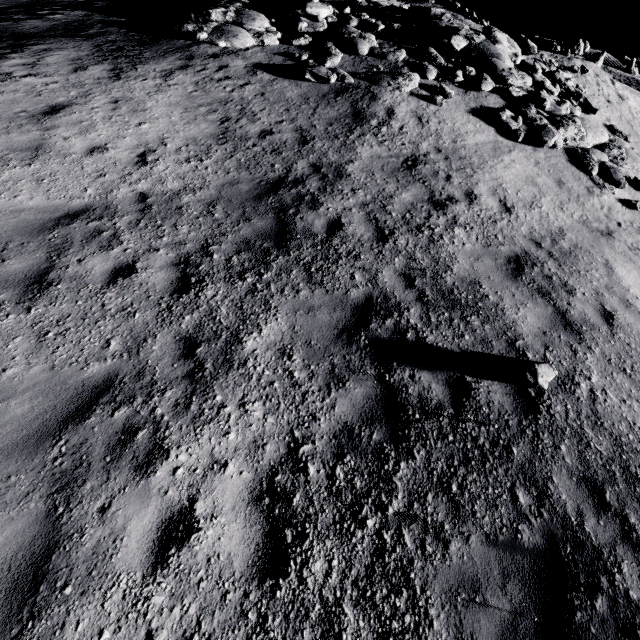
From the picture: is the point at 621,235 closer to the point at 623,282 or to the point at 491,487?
the point at 623,282

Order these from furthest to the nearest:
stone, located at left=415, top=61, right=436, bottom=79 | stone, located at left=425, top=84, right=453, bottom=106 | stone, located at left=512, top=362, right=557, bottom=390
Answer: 1. stone, located at left=415, top=61, right=436, bottom=79
2. stone, located at left=425, top=84, right=453, bottom=106
3. stone, located at left=512, top=362, right=557, bottom=390

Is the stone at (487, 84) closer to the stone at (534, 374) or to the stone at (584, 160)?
the stone at (584, 160)

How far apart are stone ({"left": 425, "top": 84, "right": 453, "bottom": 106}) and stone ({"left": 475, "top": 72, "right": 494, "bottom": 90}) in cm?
215

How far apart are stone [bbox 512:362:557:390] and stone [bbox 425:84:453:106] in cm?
1008

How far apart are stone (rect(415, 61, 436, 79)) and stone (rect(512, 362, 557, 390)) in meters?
11.7 m

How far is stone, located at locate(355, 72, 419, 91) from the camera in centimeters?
1109cm

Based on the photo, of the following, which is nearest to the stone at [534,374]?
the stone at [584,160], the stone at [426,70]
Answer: the stone at [426,70]
